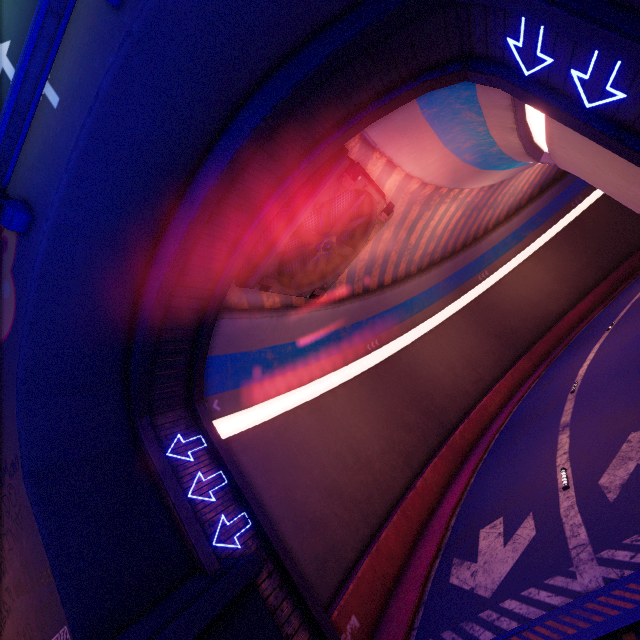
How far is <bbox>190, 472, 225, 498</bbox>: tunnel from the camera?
9.4m

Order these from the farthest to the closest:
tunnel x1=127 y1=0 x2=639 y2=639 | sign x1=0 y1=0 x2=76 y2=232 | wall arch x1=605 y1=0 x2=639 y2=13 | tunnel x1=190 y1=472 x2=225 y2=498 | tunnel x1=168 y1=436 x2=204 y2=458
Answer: tunnel x1=168 y1=436 x2=204 y2=458, tunnel x1=190 y1=472 x2=225 y2=498, tunnel x1=127 y1=0 x2=639 y2=639, sign x1=0 y1=0 x2=76 y2=232, wall arch x1=605 y1=0 x2=639 y2=13

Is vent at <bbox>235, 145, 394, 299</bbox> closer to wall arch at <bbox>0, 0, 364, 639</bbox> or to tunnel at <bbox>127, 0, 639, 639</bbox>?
tunnel at <bbox>127, 0, 639, 639</bbox>

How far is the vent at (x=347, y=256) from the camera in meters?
10.3

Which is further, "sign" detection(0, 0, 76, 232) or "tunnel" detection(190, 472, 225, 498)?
"tunnel" detection(190, 472, 225, 498)

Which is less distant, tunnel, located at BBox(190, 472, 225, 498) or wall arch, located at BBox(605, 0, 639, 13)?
wall arch, located at BBox(605, 0, 639, 13)

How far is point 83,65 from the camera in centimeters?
628cm

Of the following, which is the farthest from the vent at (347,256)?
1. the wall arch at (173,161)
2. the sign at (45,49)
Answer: the sign at (45,49)
